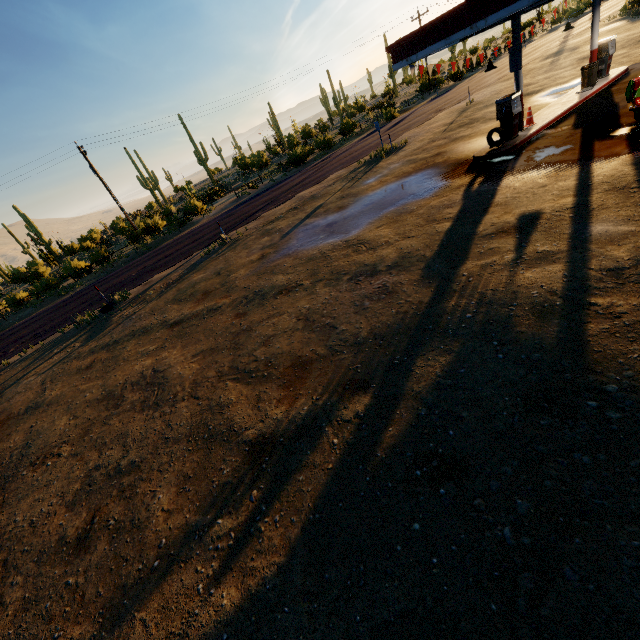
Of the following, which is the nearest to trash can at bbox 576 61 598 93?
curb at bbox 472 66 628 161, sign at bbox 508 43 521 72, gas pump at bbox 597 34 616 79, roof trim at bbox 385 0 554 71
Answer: curb at bbox 472 66 628 161

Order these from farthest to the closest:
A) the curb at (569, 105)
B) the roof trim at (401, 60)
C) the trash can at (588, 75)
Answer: the trash can at (588, 75) → the curb at (569, 105) → the roof trim at (401, 60)

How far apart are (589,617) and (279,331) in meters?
6.5 m

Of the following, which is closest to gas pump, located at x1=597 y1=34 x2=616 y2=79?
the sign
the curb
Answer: the curb

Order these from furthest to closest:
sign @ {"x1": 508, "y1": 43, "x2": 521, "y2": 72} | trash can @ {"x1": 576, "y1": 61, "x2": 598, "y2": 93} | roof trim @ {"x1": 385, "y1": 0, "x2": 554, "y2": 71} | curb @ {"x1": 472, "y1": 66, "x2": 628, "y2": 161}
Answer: trash can @ {"x1": 576, "y1": 61, "x2": 598, "y2": 93} → curb @ {"x1": 472, "y1": 66, "x2": 628, "y2": 161} → sign @ {"x1": 508, "y1": 43, "x2": 521, "y2": 72} → roof trim @ {"x1": 385, "y1": 0, "x2": 554, "y2": 71}

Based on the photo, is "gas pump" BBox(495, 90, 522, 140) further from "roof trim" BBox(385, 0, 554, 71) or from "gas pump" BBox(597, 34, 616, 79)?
"gas pump" BBox(597, 34, 616, 79)

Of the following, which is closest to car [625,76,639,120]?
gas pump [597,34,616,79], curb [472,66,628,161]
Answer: curb [472,66,628,161]

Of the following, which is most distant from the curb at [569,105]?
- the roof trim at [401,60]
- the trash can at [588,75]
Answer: the roof trim at [401,60]
